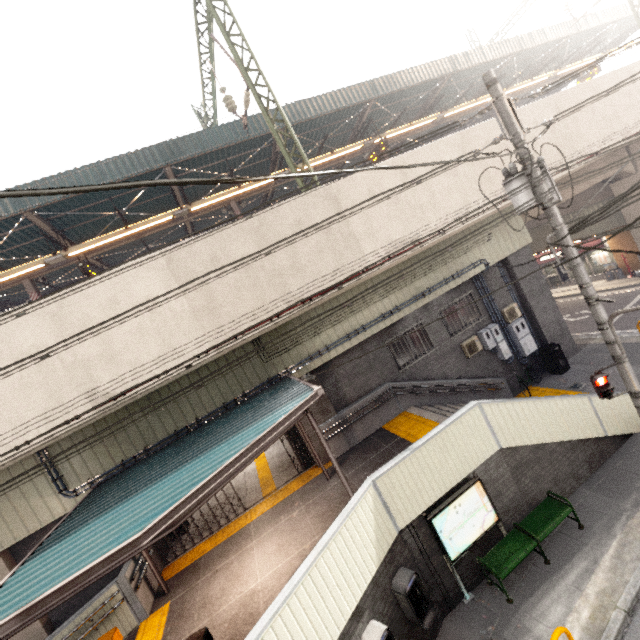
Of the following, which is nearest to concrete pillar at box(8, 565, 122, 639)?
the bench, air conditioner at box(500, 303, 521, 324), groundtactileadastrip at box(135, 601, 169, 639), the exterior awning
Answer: the exterior awning

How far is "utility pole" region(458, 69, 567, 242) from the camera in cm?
638

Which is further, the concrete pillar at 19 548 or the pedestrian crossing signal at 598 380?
the concrete pillar at 19 548

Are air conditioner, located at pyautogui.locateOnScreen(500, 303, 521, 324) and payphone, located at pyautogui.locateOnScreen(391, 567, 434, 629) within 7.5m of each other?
no

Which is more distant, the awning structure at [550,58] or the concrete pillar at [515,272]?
the awning structure at [550,58]

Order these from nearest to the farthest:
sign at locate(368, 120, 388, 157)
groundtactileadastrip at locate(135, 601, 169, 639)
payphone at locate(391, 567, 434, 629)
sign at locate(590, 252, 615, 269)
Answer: payphone at locate(391, 567, 434, 629) < groundtactileadastrip at locate(135, 601, 169, 639) < sign at locate(368, 120, 388, 157) < sign at locate(590, 252, 615, 269)

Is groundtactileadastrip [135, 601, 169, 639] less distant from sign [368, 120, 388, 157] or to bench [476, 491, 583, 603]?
bench [476, 491, 583, 603]

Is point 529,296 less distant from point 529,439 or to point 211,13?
point 529,439
